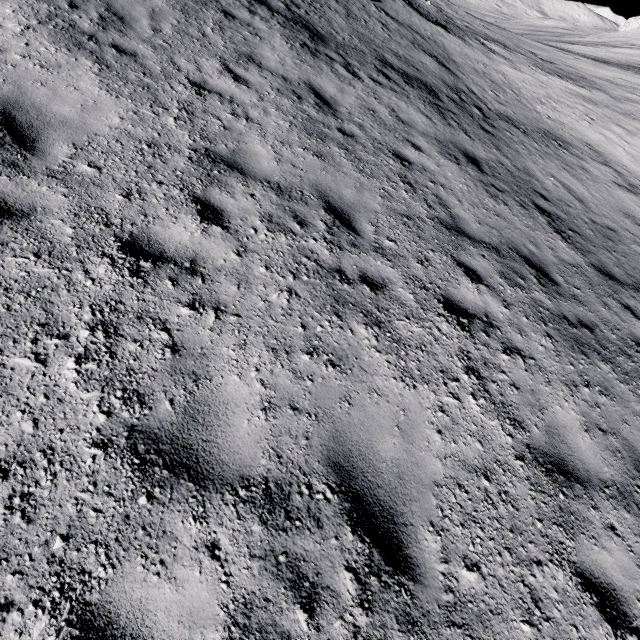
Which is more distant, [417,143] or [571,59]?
[571,59]
